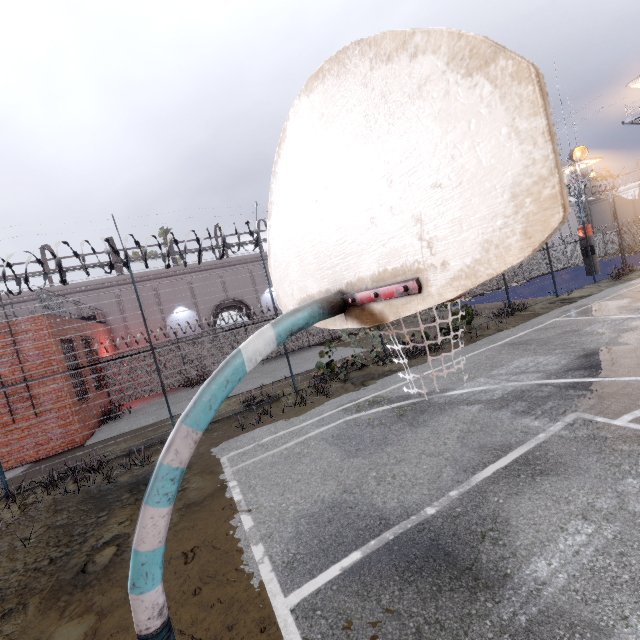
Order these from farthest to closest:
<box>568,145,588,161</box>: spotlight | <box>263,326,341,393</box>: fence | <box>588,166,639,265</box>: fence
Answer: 1. <box>568,145,588,161</box>: spotlight
2. <box>588,166,639,265</box>: fence
3. <box>263,326,341,393</box>: fence

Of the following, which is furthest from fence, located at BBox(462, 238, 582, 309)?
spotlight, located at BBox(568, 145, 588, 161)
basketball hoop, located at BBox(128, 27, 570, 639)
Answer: A: basketball hoop, located at BBox(128, 27, 570, 639)

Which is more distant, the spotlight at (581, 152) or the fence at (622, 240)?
the spotlight at (581, 152)

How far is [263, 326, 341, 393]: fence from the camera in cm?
1131

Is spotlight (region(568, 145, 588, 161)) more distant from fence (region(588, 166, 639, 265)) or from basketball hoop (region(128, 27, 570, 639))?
basketball hoop (region(128, 27, 570, 639))

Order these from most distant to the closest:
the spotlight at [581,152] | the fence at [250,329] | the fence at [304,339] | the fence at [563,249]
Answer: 1. the spotlight at [581,152]
2. the fence at [563,249]
3. the fence at [304,339]
4. the fence at [250,329]

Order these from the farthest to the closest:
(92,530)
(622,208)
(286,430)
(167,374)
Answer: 1. (622,208)
2. (167,374)
3. (286,430)
4. (92,530)
